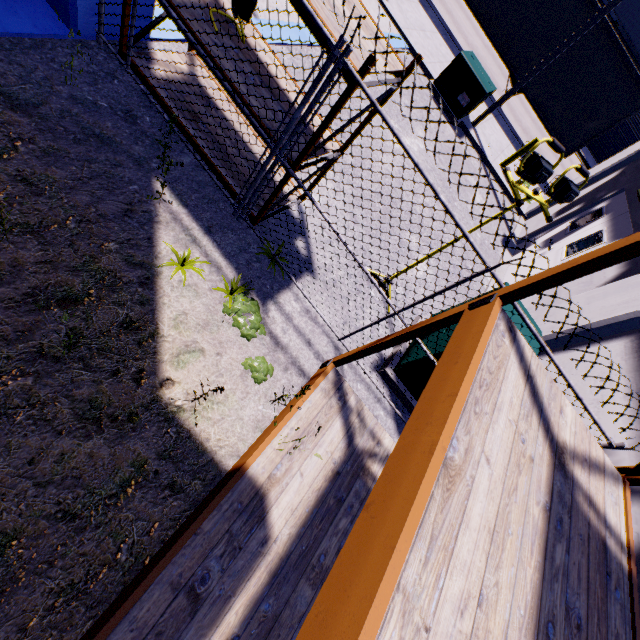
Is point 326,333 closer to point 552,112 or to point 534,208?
point 534,208

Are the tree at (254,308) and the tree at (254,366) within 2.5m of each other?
yes

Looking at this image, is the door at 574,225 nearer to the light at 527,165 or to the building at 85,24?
the building at 85,24

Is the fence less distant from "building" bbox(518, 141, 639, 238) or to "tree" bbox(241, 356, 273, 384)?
"building" bbox(518, 141, 639, 238)

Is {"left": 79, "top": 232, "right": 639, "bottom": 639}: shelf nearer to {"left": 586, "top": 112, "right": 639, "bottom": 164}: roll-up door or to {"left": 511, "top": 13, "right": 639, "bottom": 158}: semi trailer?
{"left": 511, "top": 13, "right": 639, "bottom": 158}: semi trailer

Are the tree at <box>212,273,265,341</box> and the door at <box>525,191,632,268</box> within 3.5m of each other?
no

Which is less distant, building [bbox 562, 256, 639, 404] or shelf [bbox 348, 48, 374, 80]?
shelf [bbox 348, 48, 374, 80]

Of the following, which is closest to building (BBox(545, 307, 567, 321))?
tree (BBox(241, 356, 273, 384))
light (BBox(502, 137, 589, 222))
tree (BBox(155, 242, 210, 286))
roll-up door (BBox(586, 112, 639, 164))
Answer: roll-up door (BBox(586, 112, 639, 164))
